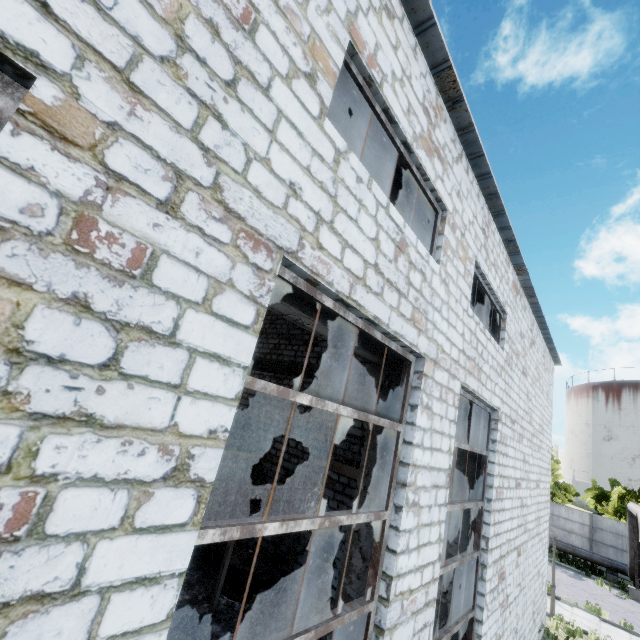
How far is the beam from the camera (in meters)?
3.70

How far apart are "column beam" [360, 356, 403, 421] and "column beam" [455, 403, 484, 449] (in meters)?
3.82

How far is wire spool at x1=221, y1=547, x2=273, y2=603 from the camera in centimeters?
922cm

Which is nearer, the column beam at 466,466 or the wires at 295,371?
the column beam at 466,466

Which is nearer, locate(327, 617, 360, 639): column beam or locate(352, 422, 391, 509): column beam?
locate(327, 617, 360, 639): column beam

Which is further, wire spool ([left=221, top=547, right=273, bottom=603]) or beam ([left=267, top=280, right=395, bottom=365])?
wire spool ([left=221, top=547, right=273, bottom=603])

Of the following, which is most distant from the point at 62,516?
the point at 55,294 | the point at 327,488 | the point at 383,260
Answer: the point at 327,488

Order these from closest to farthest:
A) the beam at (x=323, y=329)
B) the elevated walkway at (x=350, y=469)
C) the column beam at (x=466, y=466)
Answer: the beam at (x=323, y=329) < the column beam at (x=466, y=466) < the elevated walkway at (x=350, y=469)
